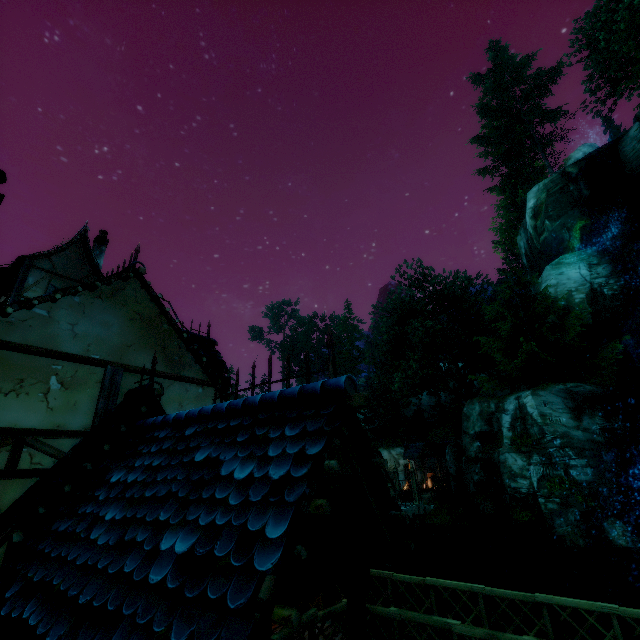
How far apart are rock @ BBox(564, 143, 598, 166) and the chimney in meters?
37.8 m

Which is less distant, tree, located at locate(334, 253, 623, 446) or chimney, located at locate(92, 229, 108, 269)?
chimney, located at locate(92, 229, 108, 269)

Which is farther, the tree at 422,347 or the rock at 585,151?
the rock at 585,151

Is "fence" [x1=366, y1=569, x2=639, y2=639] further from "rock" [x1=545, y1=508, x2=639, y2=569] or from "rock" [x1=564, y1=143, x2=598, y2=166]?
"rock" [x1=564, y1=143, x2=598, y2=166]

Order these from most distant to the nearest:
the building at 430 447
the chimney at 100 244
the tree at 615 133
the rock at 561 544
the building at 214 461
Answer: the building at 430 447, the tree at 615 133, the chimney at 100 244, the rock at 561 544, the building at 214 461

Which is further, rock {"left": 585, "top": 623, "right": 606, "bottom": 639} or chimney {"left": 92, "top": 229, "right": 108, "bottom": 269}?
chimney {"left": 92, "top": 229, "right": 108, "bottom": 269}

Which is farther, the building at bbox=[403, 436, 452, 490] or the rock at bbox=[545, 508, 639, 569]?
the building at bbox=[403, 436, 452, 490]

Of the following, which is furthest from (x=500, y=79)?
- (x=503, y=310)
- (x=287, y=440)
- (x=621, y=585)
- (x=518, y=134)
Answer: (x=287, y=440)
